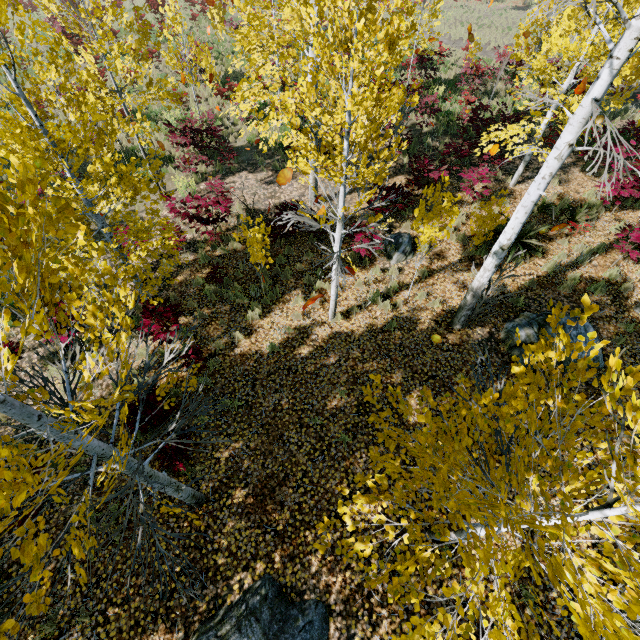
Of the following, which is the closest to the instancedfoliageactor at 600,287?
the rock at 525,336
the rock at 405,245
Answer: the rock at 525,336

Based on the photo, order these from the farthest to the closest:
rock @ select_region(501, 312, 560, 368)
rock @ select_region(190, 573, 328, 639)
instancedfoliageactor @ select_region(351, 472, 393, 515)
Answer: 1. rock @ select_region(501, 312, 560, 368)
2. rock @ select_region(190, 573, 328, 639)
3. instancedfoliageactor @ select_region(351, 472, 393, 515)

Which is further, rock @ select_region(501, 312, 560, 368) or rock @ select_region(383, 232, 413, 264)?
rock @ select_region(383, 232, 413, 264)

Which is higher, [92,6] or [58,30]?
[92,6]

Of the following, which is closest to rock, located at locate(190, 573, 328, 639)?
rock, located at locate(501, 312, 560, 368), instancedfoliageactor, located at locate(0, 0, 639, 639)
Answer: instancedfoliageactor, located at locate(0, 0, 639, 639)

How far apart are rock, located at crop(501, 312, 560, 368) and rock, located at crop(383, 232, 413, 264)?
3.0 meters

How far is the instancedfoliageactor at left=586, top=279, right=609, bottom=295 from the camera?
7.7m

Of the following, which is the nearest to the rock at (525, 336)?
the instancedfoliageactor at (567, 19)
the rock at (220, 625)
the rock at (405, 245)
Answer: the instancedfoliageactor at (567, 19)
